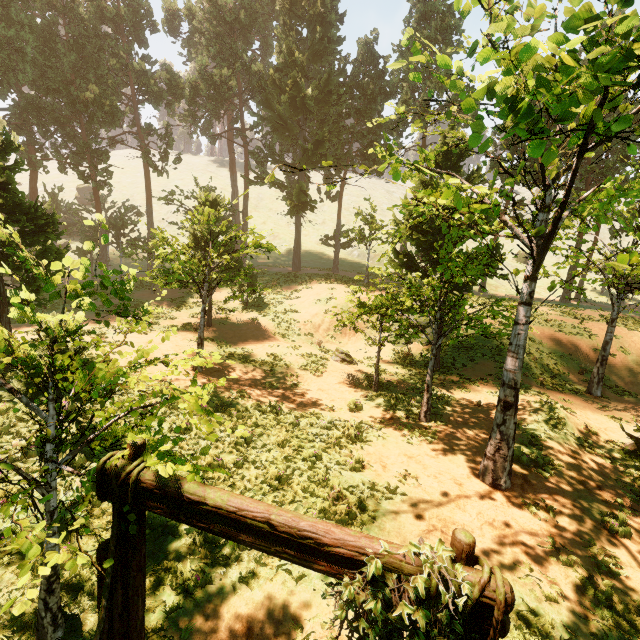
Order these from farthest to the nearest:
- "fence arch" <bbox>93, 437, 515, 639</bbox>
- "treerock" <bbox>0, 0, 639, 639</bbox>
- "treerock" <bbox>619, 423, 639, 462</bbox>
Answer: "treerock" <bbox>619, 423, 639, 462</bbox> < "treerock" <bbox>0, 0, 639, 639</bbox> < "fence arch" <bbox>93, 437, 515, 639</bbox>

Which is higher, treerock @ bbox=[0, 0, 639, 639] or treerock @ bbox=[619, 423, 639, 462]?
treerock @ bbox=[0, 0, 639, 639]

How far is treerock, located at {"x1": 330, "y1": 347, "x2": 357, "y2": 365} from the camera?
18.83m

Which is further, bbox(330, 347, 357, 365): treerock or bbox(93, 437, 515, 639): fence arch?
bbox(330, 347, 357, 365): treerock

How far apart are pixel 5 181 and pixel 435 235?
20.1m

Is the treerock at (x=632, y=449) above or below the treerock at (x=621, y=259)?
below

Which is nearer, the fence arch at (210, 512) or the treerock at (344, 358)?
the fence arch at (210, 512)
